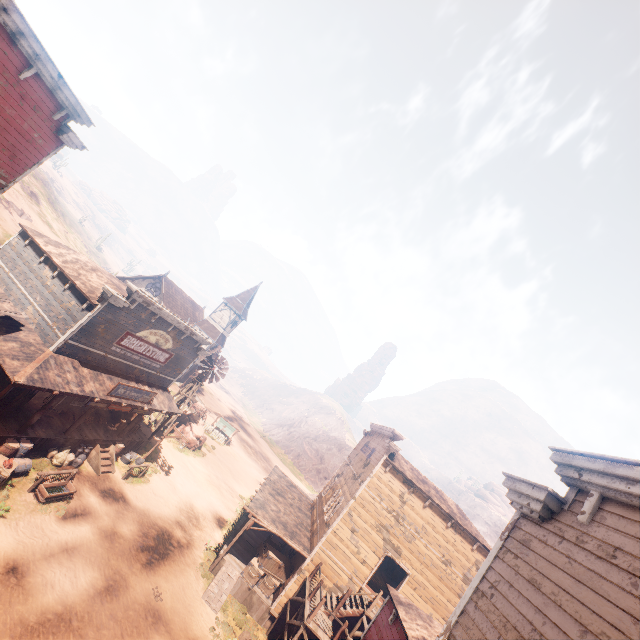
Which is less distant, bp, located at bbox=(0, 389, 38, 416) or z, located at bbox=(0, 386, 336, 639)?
z, located at bbox=(0, 386, 336, 639)

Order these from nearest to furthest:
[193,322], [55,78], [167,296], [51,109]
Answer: [55,78]
[51,109]
[167,296]
[193,322]

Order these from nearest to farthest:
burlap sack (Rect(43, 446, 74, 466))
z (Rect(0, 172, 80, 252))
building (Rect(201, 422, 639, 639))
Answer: building (Rect(201, 422, 639, 639)) < burlap sack (Rect(43, 446, 74, 466)) < z (Rect(0, 172, 80, 252))

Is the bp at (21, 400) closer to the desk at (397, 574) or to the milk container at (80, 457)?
the milk container at (80, 457)

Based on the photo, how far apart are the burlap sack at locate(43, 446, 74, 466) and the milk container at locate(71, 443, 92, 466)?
0.0m

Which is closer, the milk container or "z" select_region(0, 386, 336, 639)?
"z" select_region(0, 386, 336, 639)

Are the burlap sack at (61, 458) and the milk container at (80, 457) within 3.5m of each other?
yes

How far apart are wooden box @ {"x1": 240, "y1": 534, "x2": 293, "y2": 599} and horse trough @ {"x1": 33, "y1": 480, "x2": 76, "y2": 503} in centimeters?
974cm
